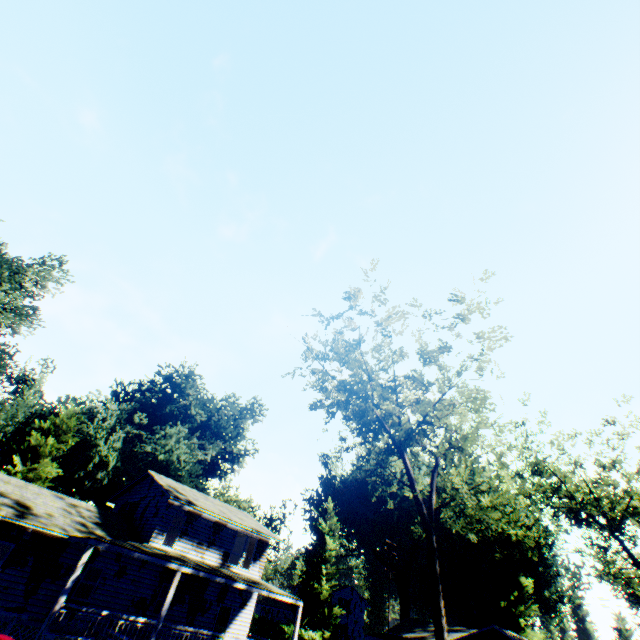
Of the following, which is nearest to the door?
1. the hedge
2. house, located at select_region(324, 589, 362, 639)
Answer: the hedge

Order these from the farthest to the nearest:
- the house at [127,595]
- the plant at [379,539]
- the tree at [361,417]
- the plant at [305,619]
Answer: the plant at [379,539], the plant at [305,619], the tree at [361,417], the house at [127,595]

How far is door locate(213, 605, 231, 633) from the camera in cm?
2259

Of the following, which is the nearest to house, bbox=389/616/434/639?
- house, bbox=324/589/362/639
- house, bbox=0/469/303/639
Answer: house, bbox=324/589/362/639

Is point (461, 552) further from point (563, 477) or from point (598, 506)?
point (563, 477)

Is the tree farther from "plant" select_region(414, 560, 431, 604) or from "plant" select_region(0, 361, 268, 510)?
"plant" select_region(414, 560, 431, 604)

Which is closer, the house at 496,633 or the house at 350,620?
the house at 496,633

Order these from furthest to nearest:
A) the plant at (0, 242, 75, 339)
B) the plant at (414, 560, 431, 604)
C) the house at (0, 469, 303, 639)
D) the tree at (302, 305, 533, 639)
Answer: the plant at (414, 560, 431, 604), the plant at (0, 242, 75, 339), the tree at (302, 305, 533, 639), the house at (0, 469, 303, 639)
